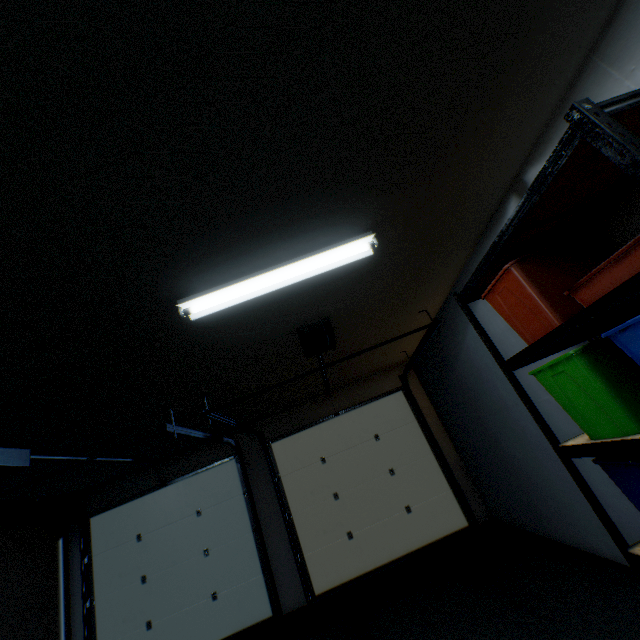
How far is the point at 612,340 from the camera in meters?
1.1

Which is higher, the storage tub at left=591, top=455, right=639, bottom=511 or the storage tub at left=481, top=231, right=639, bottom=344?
the storage tub at left=481, top=231, right=639, bottom=344

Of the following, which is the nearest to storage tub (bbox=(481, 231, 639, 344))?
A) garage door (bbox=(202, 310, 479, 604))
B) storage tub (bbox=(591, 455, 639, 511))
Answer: storage tub (bbox=(591, 455, 639, 511))

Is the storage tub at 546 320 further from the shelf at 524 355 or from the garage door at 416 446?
the garage door at 416 446

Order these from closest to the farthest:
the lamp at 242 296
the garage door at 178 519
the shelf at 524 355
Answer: the shelf at 524 355, the lamp at 242 296, the garage door at 178 519

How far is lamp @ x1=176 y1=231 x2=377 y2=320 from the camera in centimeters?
181cm

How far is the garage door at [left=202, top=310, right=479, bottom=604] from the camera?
4.3m

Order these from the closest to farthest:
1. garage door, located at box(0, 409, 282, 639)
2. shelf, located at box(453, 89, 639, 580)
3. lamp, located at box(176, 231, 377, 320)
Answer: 1. shelf, located at box(453, 89, 639, 580)
2. lamp, located at box(176, 231, 377, 320)
3. garage door, located at box(0, 409, 282, 639)
